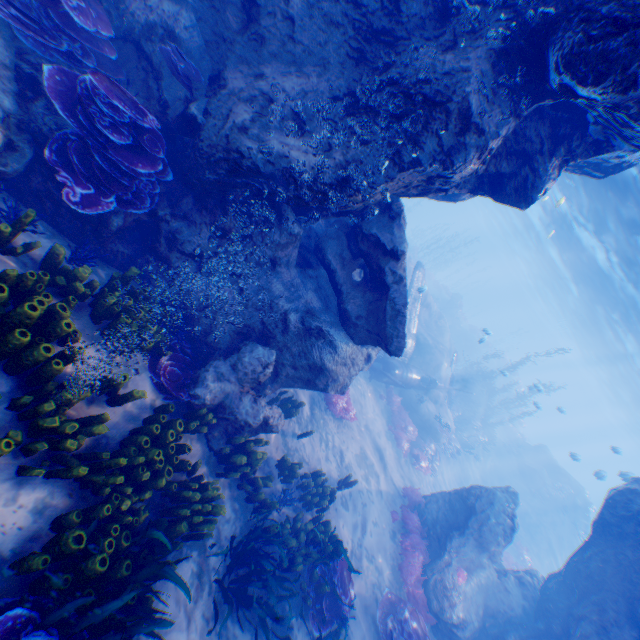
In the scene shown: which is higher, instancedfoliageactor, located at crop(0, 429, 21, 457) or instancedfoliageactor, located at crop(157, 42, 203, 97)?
instancedfoliageactor, located at crop(157, 42, 203, 97)

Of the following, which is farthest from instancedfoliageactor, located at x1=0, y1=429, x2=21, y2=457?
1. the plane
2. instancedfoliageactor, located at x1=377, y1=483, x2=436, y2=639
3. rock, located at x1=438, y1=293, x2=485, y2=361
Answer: rock, located at x1=438, y1=293, x2=485, y2=361

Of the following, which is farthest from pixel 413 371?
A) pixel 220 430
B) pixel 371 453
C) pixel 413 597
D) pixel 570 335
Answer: pixel 570 335

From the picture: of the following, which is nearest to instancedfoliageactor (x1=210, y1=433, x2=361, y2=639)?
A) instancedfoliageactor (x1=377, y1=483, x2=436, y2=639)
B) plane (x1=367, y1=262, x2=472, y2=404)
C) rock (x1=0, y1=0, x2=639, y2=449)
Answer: rock (x1=0, y1=0, x2=639, y2=449)

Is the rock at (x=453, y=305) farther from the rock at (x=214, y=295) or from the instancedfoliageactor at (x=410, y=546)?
the instancedfoliageactor at (x=410, y=546)

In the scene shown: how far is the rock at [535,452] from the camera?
26.4 meters

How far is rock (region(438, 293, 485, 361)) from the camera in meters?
36.8

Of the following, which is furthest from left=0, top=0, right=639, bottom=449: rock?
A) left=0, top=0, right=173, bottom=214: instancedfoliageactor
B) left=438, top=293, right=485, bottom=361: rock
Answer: left=438, top=293, right=485, bottom=361: rock
